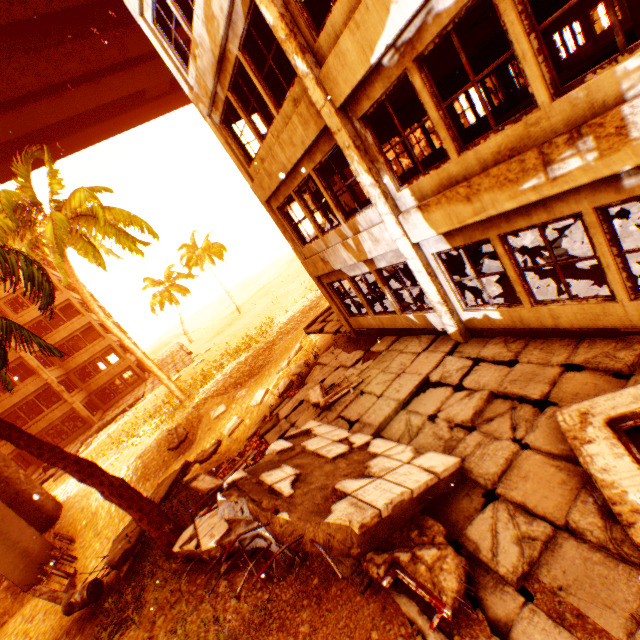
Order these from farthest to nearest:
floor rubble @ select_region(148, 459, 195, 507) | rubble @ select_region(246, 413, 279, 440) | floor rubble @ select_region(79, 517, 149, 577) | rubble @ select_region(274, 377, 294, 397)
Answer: rubble @ select_region(274, 377, 294, 397), floor rubble @ select_region(148, 459, 195, 507), rubble @ select_region(246, 413, 279, 440), floor rubble @ select_region(79, 517, 149, 577)

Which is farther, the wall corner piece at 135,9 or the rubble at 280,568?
the wall corner piece at 135,9

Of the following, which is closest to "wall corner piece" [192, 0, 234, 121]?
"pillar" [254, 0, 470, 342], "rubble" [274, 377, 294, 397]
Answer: "pillar" [254, 0, 470, 342]

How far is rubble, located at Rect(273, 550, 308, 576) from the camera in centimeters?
480cm

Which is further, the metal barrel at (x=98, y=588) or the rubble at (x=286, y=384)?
the rubble at (x=286, y=384)

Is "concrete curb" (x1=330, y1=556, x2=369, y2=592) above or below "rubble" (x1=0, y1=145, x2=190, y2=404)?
below

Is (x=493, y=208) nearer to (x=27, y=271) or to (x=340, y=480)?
(x=340, y=480)

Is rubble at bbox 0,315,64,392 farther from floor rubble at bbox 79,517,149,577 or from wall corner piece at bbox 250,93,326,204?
wall corner piece at bbox 250,93,326,204
